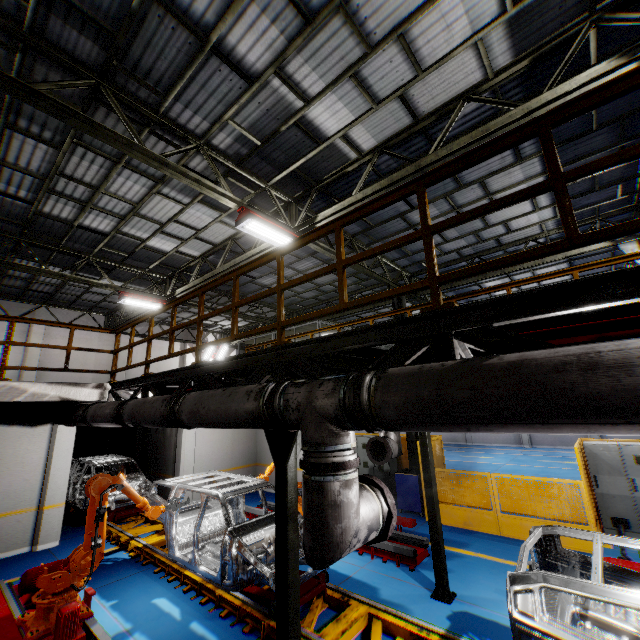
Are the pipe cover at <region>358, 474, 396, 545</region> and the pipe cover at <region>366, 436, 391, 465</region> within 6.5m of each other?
yes

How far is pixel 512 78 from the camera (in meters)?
5.96

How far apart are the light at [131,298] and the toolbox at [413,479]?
10.8 meters

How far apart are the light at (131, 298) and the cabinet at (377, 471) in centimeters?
916cm

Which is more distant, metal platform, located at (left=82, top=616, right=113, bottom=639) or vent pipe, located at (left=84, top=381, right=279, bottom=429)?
metal platform, located at (left=82, top=616, right=113, bottom=639)

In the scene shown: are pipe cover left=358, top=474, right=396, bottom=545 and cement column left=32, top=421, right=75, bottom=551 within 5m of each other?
no

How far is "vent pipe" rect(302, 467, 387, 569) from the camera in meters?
2.5

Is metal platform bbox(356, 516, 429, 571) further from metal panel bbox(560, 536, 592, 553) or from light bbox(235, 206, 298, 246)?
light bbox(235, 206, 298, 246)
